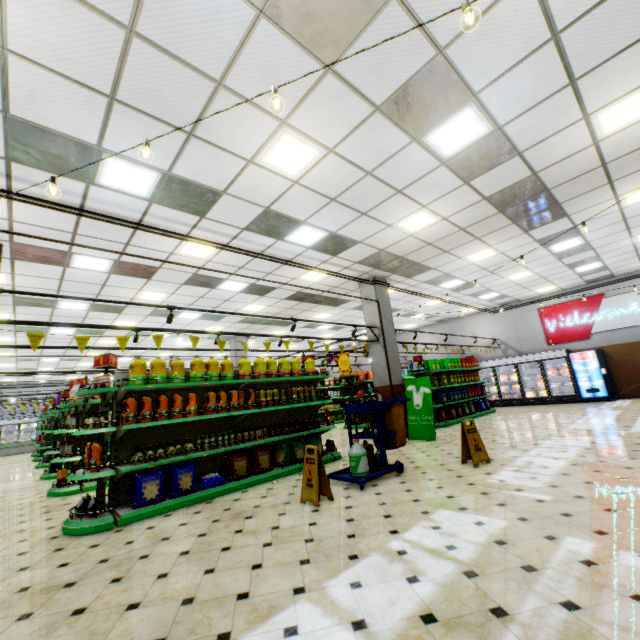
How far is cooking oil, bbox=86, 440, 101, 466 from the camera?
4.7 meters

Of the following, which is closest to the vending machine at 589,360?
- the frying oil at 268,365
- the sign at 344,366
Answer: the sign at 344,366

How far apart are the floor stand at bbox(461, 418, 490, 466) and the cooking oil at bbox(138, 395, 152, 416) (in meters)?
5.29

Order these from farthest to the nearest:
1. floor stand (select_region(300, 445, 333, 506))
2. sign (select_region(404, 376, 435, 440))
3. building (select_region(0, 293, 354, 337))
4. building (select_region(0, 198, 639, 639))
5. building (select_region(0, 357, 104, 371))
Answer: building (select_region(0, 357, 104, 371)) → building (select_region(0, 293, 354, 337)) → sign (select_region(404, 376, 435, 440)) → floor stand (select_region(300, 445, 333, 506)) → building (select_region(0, 198, 639, 639))

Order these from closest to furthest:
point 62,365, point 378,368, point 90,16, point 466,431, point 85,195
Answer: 1. point 90,16
2. point 85,195
3. point 466,431
4. point 378,368
5. point 62,365

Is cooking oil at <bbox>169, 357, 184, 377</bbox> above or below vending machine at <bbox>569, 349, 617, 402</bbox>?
above

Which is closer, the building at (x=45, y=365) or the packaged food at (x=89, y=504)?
the packaged food at (x=89, y=504)

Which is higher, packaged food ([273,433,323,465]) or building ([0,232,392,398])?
building ([0,232,392,398])
